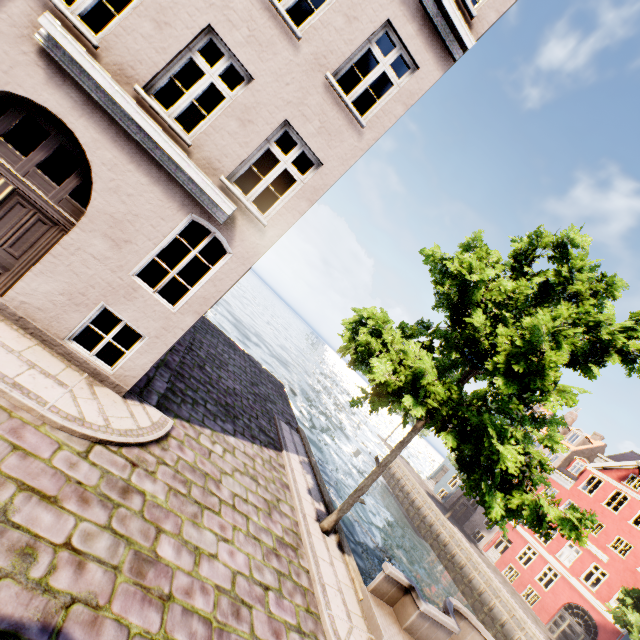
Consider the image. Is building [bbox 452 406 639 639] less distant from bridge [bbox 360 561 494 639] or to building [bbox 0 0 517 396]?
bridge [bbox 360 561 494 639]

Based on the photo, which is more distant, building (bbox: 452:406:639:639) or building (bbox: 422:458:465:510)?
building (bbox: 422:458:465:510)

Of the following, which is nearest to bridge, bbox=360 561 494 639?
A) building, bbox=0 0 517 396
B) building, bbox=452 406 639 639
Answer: building, bbox=0 0 517 396

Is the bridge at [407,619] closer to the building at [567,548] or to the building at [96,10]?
the building at [96,10]

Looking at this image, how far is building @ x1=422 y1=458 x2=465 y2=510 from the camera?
36.68m

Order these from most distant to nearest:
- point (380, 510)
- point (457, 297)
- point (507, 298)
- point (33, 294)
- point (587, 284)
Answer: point (380, 510)
point (587, 284)
point (457, 297)
point (507, 298)
point (33, 294)

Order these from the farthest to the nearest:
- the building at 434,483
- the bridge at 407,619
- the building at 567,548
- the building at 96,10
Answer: the building at 434,483, the building at 567,548, the bridge at 407,619, the building at 96,10
